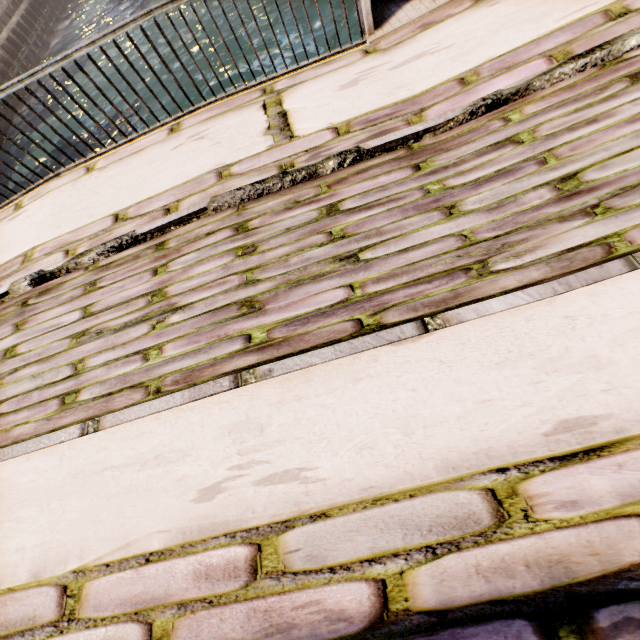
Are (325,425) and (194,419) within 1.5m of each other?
yes
